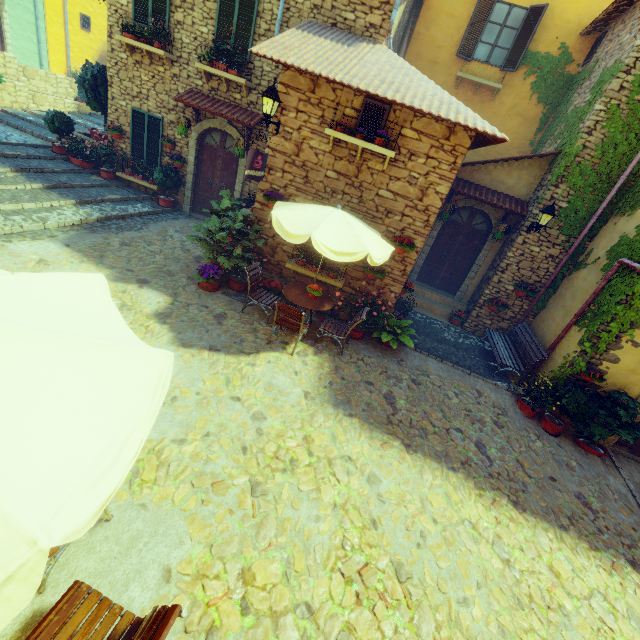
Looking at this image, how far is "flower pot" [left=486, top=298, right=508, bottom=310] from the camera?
9.7m

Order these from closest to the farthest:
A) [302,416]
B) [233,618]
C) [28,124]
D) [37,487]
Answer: [37,487]
[233,618]
[302,416]
[28,124]

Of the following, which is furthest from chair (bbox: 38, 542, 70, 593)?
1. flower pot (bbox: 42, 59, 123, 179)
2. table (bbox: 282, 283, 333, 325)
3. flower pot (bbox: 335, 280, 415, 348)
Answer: flower pot (bbox: 42, 59, 123, 179)

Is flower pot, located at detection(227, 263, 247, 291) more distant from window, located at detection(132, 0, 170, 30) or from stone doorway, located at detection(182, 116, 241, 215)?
window, located at detection(132, 0, 170, 30)

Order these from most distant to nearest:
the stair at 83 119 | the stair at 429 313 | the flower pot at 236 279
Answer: the stair at 83 119 → the stair at 429 313 → the flower pot at 236 279

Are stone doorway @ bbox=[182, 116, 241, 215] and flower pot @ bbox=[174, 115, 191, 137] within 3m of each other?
yes

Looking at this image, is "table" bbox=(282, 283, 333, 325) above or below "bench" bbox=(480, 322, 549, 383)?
above

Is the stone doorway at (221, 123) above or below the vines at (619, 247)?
below
